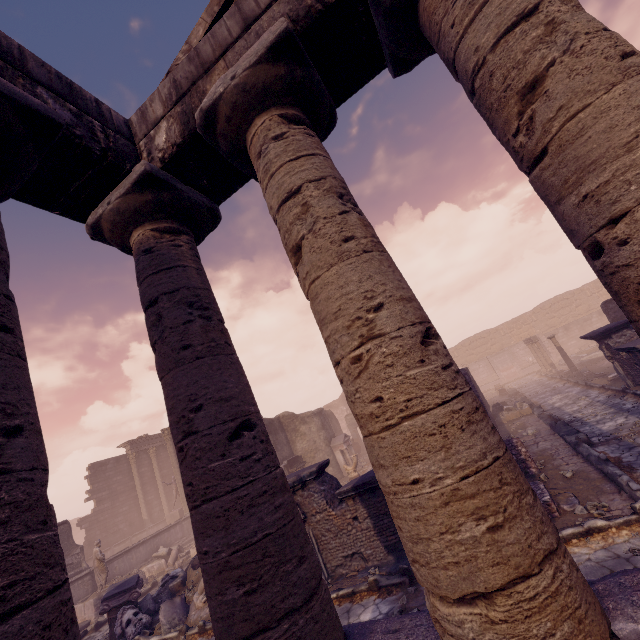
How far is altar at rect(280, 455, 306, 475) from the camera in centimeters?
1616cm

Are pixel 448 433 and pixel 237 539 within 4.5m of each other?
yes

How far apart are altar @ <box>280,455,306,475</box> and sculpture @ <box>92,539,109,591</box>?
7.9 meters

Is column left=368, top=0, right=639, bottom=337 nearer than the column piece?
Yes

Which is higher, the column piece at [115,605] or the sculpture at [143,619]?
the column piece at [115,605]

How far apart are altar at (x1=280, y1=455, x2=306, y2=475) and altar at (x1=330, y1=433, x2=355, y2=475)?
1.9m

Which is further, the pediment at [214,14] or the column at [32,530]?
the pediment at [214,14]

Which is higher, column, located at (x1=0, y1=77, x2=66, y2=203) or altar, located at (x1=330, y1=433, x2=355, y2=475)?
column, located at (x1=0, y1=77, x2=66, y2=203)
